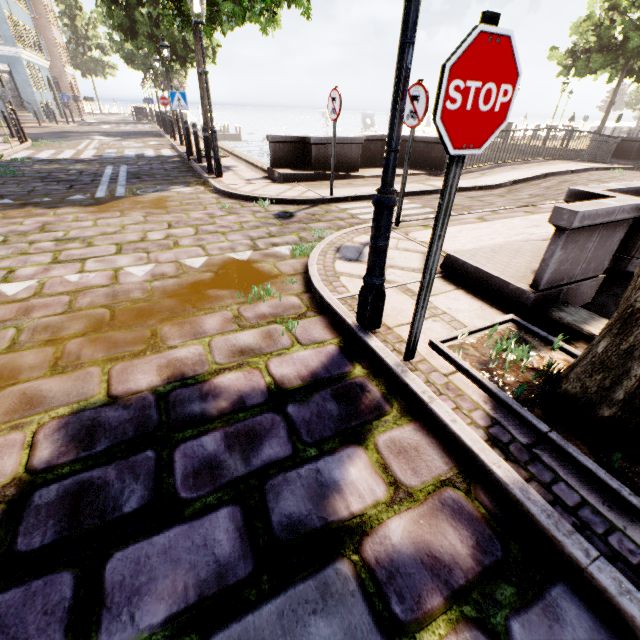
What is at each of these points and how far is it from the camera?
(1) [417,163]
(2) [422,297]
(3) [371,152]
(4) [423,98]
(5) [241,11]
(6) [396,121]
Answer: (1) bridge, 10.9 meters
(2) sign pole, 2.2 meters
(3) bridge, 10.6 meters
(4) sign, 4.3 meters
(5) tree, 9.6 meters
(6) street light, 2.0 meters

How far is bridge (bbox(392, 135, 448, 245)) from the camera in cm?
537

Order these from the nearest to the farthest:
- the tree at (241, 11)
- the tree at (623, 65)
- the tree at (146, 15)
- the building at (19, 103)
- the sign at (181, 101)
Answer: the tree at (241, 11)
the sign at (181, 101)
the tree at (146, 15)
the tree at (623, 65)
the building at (19, 103)

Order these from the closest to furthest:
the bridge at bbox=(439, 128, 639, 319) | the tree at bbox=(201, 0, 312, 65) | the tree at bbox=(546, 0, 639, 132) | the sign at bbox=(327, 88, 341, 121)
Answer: the bridge at bbox=(439, 128, 639, 319)
the sign at bbox=(327, 88, 341, 121)
the tree at bbox=(201, 0, 312, 65)
the tree at bbox=(546, 0, 639, 132)

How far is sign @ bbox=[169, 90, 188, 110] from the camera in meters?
9.8 m

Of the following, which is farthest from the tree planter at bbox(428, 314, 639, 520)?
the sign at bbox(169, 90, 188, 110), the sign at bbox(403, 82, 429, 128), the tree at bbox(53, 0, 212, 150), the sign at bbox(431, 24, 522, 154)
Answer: the sign at bbox(169, 90, 188, 110)

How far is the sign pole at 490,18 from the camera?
1.4m

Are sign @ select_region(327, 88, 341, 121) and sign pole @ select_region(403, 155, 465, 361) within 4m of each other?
no
